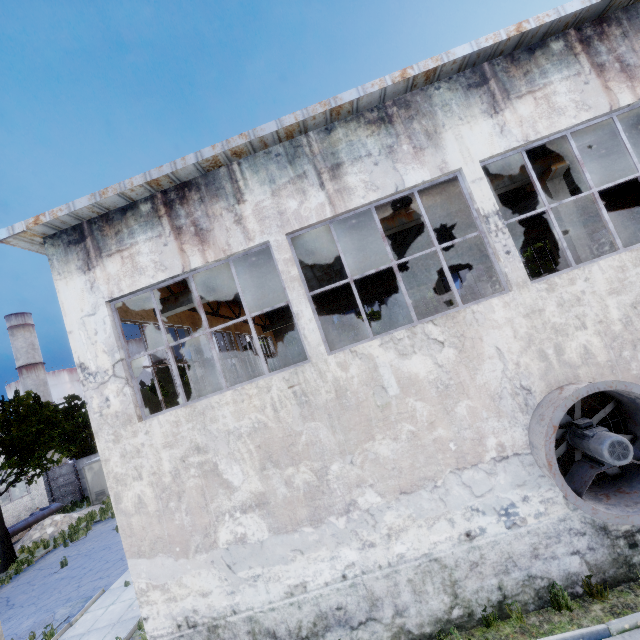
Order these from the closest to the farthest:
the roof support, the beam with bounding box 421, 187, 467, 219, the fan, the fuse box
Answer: the fan
the beam with bounding box 421, 187, 467, 219
the roof support
the fuse box

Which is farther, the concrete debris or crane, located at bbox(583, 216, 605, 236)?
the concrete debris

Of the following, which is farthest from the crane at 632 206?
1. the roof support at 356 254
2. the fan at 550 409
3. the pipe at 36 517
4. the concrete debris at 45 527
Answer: the pipe at 36 517

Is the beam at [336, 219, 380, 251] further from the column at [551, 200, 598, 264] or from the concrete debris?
the concrete debris

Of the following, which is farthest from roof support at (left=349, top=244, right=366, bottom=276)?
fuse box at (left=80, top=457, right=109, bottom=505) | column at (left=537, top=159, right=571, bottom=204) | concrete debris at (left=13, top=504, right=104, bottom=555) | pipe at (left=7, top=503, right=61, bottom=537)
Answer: pipe at (left=7, top=503, right=61, bottom=537)

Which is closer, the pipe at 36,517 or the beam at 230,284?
the beam at 230,284

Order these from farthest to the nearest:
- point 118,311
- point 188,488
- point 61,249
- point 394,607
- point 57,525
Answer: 1. point 57,525
2. point 118,311
3. point 61,249
4. point 188,488
5. point 394,607

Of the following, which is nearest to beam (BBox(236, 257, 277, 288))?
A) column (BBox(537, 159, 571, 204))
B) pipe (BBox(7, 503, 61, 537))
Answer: column (BBox(537, 159, 571, 204))
